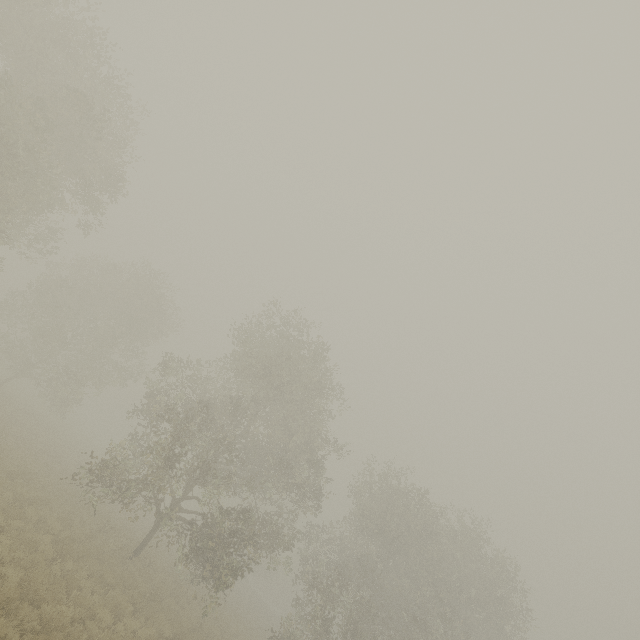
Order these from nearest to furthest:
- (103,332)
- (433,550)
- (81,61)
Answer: (81,61), (433,550), (103,332)
